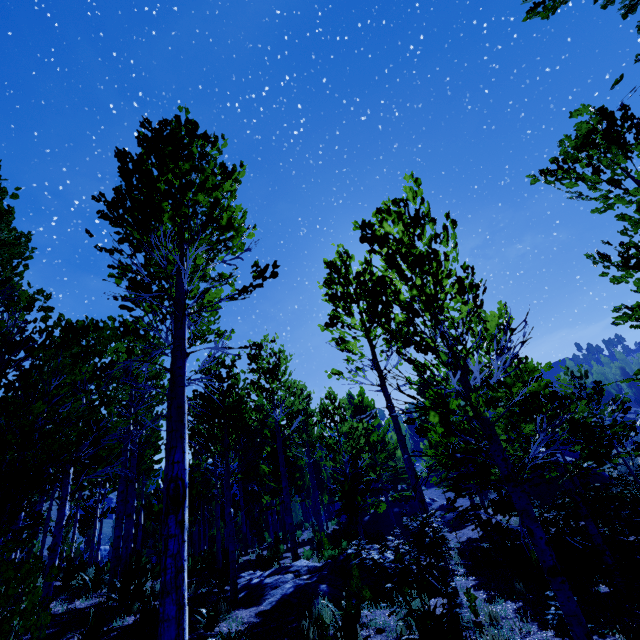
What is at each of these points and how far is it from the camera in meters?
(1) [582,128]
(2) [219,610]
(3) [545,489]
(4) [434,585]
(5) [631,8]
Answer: (1) instancedfoliageactor, 5.7 m
(2) instancedfoliageactor, 7.2 m
(3) rock, 22.0 m
(4) rock, 7.8 m
(5) instancedfoliageactor, 3.3 m

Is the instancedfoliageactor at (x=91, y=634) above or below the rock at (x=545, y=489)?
above

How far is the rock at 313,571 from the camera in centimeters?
739cm

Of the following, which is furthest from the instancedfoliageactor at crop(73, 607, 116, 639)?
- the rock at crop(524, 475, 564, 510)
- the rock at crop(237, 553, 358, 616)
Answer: the rock at crop(524, 475, 564, 510)

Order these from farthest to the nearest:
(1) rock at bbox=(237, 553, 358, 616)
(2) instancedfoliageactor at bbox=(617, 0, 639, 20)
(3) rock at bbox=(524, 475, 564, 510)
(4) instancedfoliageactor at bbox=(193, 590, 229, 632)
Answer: (3) rock at bbox=(524, 475, 564, 510) < (1) rock at bbox=(237, 553, 358, 616) < (4) instancedfoliageactor at bbox=(193, 590, 229, 632) < (2) instancedfoliageactor at bbox=(617, 0, 639, 20)

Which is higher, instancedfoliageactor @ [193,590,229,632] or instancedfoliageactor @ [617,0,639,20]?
instancedfoliageactor @ [617,0,639,20]
